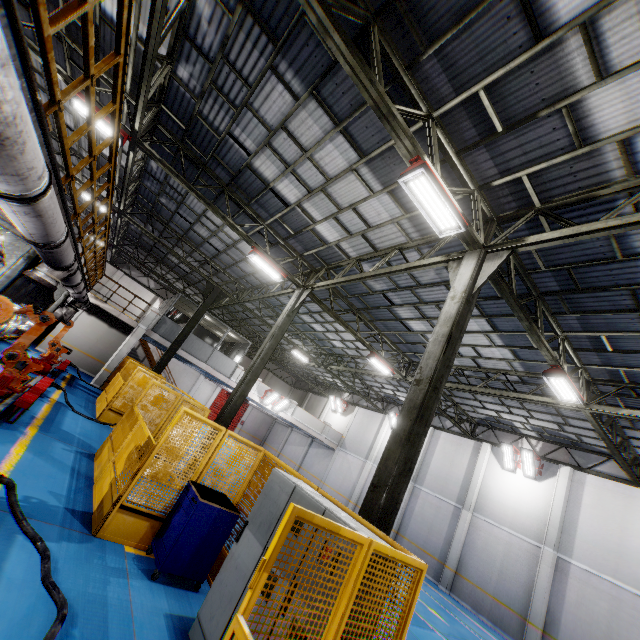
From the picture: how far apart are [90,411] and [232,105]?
11.8m

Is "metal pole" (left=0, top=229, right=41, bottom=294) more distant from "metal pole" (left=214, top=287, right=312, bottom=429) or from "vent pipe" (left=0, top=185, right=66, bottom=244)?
"metal pole" (left=214, top=287, right=312, bottom=429)

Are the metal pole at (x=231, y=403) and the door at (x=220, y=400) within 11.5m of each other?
no

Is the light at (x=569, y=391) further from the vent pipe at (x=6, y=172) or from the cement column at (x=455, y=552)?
the vent pipe at (x=6, y=172)

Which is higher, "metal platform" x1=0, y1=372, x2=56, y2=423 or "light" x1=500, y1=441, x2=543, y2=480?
"light" x1=500, y1=441, x2=543, y2=480

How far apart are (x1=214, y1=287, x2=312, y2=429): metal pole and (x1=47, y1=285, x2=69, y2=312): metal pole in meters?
7.5

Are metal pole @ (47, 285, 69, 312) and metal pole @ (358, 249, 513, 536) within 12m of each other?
no

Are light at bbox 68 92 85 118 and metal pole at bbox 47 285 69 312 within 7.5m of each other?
yes
